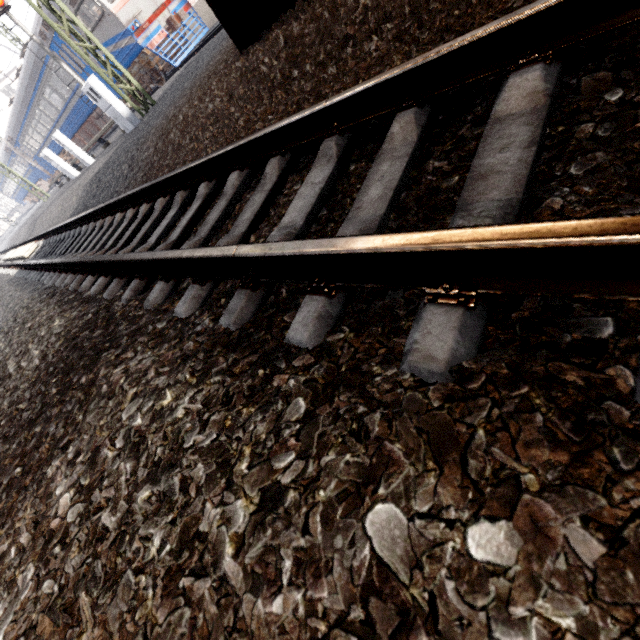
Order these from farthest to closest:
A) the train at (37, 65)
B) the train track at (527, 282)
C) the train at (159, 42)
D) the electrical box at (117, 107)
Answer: the train at (37, 65), the train at (159, 42), the electrical box at (117, 107), the train track at (527, 282)

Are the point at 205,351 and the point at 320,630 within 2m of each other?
yes

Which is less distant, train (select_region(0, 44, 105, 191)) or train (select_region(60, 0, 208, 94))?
train (select_region(60, 0, 208, 94))

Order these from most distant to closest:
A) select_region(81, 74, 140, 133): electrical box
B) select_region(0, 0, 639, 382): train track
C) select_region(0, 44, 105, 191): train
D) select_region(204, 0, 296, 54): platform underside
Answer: select_region(0, 44, 105, 191): train → select_region(81, 74, 140, 133): electrical box → select_region(204, 0, 296, 54): platform underside → select_region(0, 0, 639, 382): train track

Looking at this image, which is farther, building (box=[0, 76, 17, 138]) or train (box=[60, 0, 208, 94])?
A: building (box=[0, 76, 17, 138])

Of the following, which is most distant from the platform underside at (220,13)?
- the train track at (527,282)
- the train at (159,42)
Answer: the train at (159,42)

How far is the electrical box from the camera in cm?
905

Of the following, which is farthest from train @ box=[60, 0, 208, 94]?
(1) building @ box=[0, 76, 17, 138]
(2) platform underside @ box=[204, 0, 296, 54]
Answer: (2) platform underside @ box=[204, 0, 296, 54]
